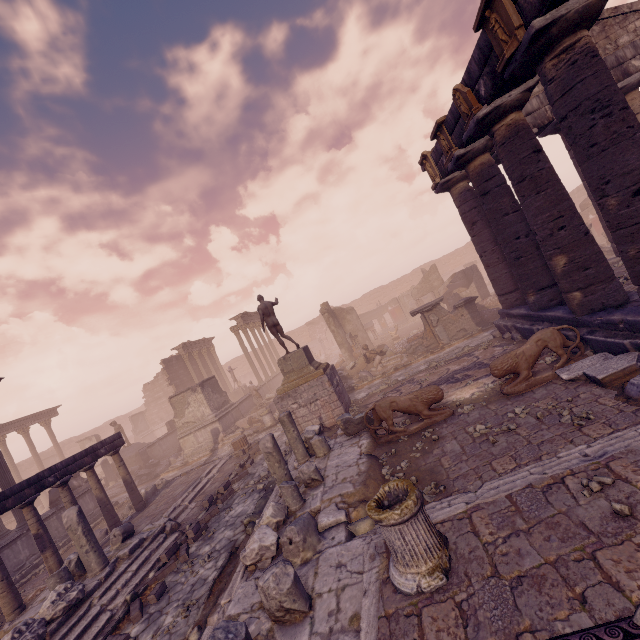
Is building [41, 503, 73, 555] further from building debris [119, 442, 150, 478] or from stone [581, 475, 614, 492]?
stone [581, 475, 614, 492]

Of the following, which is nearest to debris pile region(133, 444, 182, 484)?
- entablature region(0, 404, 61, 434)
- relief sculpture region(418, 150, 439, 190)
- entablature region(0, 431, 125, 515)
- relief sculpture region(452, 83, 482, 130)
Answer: entablature region(0, 431, 125, 515)

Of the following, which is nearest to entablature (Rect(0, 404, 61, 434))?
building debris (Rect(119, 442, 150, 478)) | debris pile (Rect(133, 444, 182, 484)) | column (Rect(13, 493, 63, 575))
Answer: building debris (Rect(119, 442, 150, 478))

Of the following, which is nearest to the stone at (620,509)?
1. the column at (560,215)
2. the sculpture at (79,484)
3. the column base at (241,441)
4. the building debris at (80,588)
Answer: the column at (560,215)

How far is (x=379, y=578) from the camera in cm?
403

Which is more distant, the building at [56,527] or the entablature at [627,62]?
the building at [56,527]

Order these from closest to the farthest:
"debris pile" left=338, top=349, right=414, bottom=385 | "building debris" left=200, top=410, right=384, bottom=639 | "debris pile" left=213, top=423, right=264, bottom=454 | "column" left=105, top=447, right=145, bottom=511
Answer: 1. "building debris" left=200, top=410, right=384, bottom=639
2. "column" left=105, top=447, right=145, bottom=511
3. "debris pile" left=338, top=349, right=414, bottom=385
4. "debris pile" left=213, top=423, right=264, bottom=454

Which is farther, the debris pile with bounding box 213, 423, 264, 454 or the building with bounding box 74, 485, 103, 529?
the debris pile with bounding box 213, 423, 264, 454
